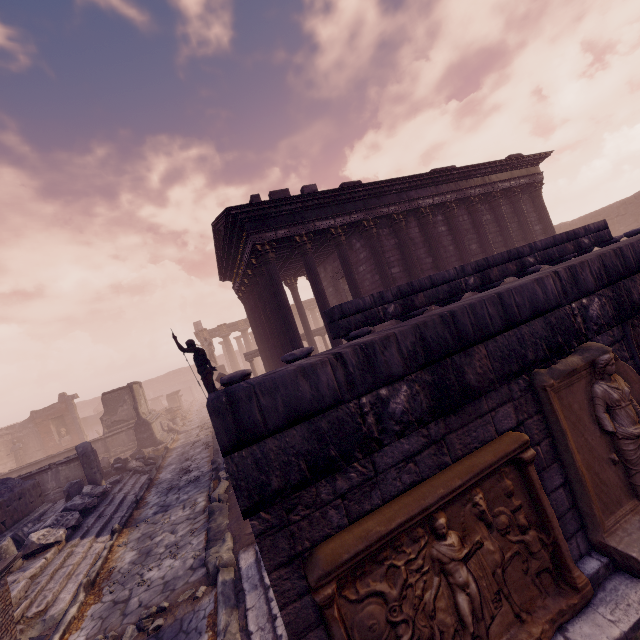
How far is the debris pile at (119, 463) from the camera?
13.4m

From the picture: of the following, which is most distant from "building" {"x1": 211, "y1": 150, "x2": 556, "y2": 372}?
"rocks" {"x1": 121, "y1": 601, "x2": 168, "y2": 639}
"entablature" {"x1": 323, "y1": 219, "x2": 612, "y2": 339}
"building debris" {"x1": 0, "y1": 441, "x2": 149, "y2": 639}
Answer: "entablature" {"x1": 323, "y1": 219, "x2": 612, "y2": 339}

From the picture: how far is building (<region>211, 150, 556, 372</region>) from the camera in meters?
11.1 m

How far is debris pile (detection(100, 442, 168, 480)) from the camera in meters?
13.4

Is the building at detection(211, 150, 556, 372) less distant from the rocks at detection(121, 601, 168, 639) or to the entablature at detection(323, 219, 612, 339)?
the rocks at detection(121, 601, 168, 639)

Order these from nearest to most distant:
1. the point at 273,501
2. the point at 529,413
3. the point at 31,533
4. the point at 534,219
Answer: the point at 273,501, the point at 529,413, the point at 31,533, the point at 534,219

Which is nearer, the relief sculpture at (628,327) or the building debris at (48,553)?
the relief sculpture at (628,327)

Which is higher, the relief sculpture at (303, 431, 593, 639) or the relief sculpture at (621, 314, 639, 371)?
the relief sculpture at (621, 314, 639, 371)
